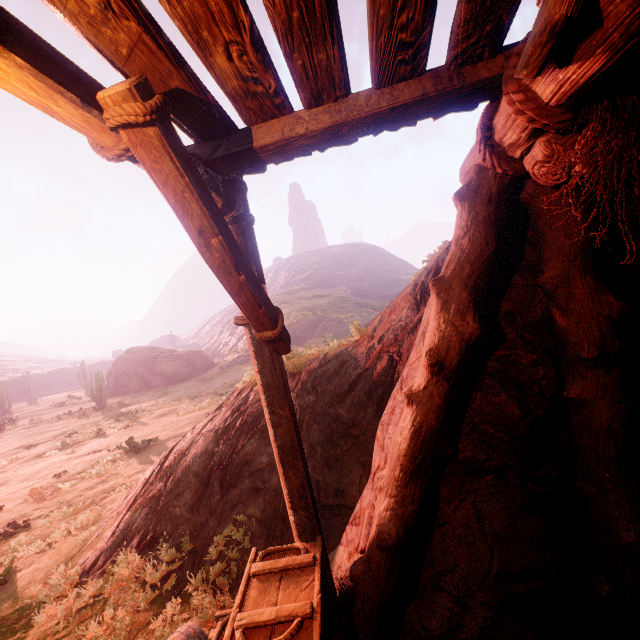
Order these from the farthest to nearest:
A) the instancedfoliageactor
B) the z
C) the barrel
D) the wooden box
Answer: the instancedfoliageactor
the barrel
the wooden box
the z

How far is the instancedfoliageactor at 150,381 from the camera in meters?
33.9

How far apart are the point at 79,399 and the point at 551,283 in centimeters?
4759cm

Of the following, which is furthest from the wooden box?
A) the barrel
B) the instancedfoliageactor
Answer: the instancedfoliageactor

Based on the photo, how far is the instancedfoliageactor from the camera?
33.9m

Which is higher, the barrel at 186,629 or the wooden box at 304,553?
the wooden box at 304,553

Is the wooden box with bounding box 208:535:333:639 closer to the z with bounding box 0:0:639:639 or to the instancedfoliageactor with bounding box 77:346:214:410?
the z with bounding box 0:0:639:639
